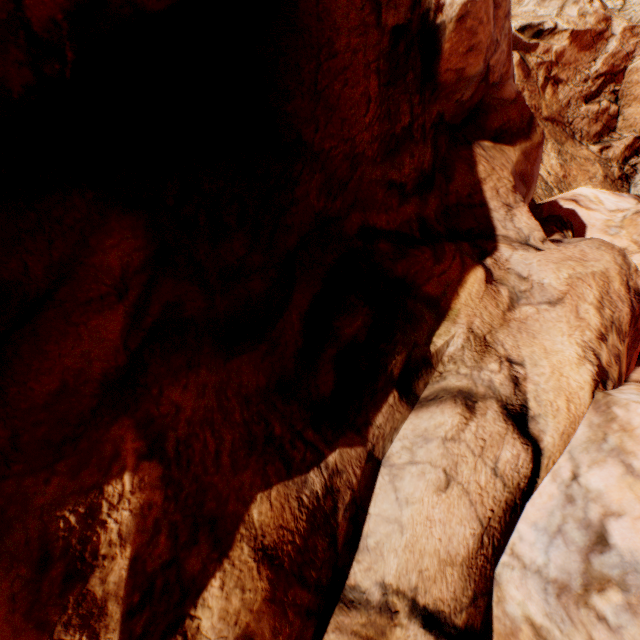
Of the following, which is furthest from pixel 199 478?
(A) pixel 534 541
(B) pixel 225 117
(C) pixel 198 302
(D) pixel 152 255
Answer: (B) pixel 225 117
